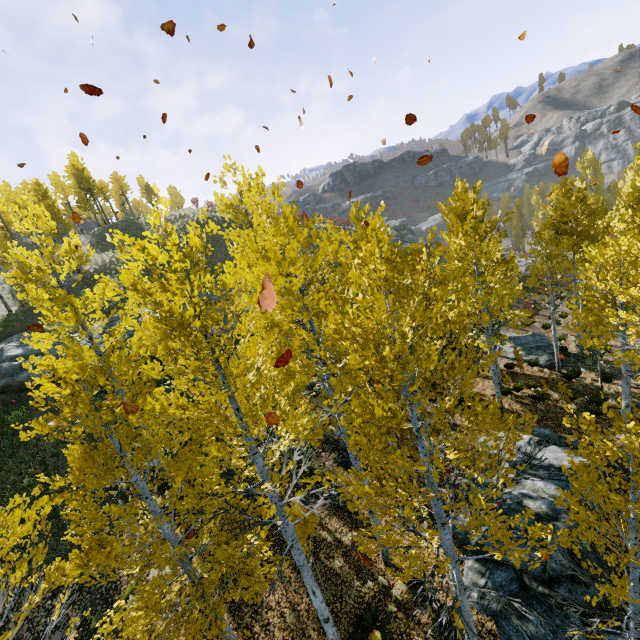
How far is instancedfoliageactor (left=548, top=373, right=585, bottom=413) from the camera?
14.2m

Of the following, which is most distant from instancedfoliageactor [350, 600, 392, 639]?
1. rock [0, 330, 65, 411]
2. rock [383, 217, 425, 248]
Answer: rock [383, 217, 425, 248]

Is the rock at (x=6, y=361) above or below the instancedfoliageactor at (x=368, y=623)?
above

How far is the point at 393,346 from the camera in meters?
3.7 m

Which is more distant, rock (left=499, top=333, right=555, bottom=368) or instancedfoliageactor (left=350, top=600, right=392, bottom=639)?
rock (left=499, top=333, right=555, bottom=368)

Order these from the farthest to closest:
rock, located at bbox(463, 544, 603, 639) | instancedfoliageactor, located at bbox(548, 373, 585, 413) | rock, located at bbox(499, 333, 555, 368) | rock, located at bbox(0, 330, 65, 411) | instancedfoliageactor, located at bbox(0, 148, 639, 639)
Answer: rock, located at bbox(499, 333, 555, 368) → rock, located at bbox(0, 330, 65, 411) → instancedfoliageactor, located at bbox(548, 373, 585, 413) → rock, located at bbox(463, 544, 603, 639) → instancedfoliageactor, located at bbox(0, 148, 639, 639)

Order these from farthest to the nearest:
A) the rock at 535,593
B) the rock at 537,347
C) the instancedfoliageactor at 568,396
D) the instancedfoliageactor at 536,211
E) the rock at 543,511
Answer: the rock at 537,347 < the instancedfoliageactor at 568,396 < the rock at 543,511 < the rock at 535,593 < the instancedfoliageactor at 536,211
